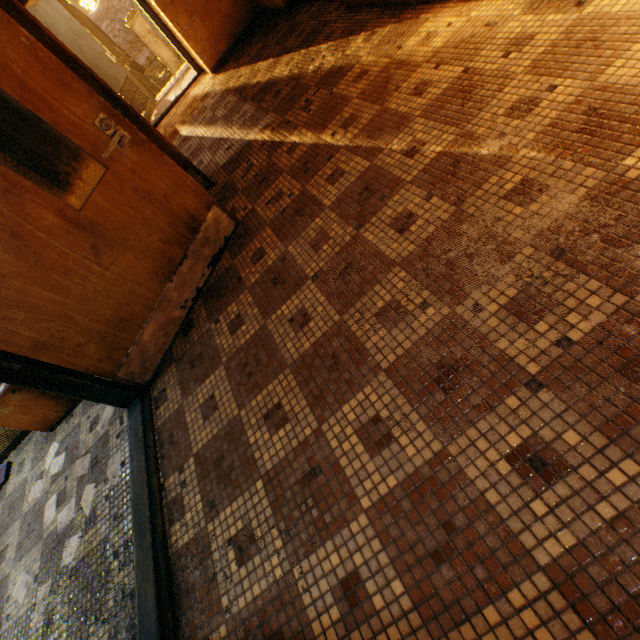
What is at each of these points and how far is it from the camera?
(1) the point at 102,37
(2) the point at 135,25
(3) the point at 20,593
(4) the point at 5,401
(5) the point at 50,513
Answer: (1) tree, 20.42m
(2) fence column, 12.49m
(3) paper, 2.27m
(4) bookcase, 2.67m
(5) paper, 2.49m

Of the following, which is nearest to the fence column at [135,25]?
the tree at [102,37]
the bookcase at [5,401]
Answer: the tree at [102,37]

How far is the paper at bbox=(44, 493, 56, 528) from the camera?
2.5m

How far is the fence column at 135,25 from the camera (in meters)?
12.35

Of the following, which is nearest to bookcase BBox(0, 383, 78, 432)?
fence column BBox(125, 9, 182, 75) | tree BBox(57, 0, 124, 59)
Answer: tree BBox(57, 0, 124, 59)

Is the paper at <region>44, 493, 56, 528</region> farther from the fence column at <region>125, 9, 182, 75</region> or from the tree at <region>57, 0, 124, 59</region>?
the fence column at <region>125, 9, 182, 75</region>

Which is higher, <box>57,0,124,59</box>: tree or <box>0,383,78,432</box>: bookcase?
<box>57,0,124,59</box>: tree

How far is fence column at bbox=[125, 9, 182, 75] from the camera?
12.4 meters
